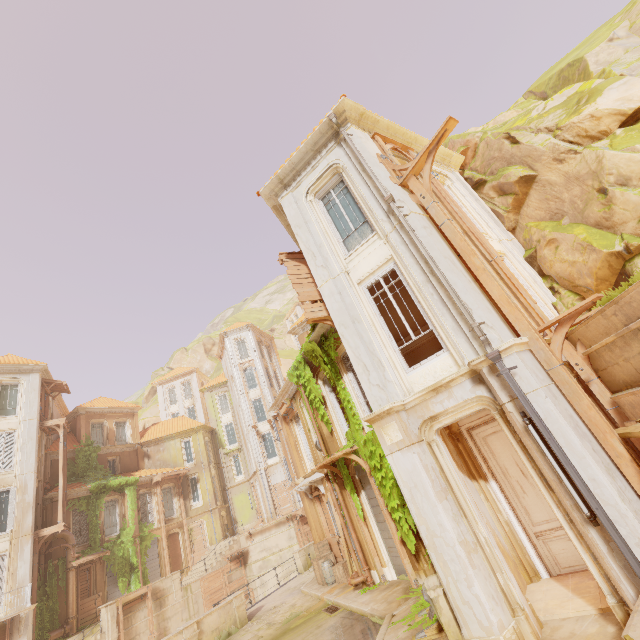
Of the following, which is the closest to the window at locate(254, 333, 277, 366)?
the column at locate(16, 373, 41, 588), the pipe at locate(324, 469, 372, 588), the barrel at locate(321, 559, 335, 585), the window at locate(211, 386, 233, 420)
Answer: the window at locate(211, 386, 233, 420)

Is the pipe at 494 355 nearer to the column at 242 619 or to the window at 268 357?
the column at 242 619

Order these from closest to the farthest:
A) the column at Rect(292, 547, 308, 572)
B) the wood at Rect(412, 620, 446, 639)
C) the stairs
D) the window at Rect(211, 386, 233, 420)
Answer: the wood at Rect(412, 620, 446, 639) < the column at Rect(292, 547, 308, 572) < the stairs < the window at Rect(211, 386, 233, 420)

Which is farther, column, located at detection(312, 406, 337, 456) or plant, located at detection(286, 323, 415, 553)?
column, located at detection(312, 406, 337, 456)

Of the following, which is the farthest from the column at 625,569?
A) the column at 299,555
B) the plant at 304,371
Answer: the column at 299,555

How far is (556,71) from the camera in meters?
14.4 m

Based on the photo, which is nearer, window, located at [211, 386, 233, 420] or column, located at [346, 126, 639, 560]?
column, located at [346, 126, 639, 560]

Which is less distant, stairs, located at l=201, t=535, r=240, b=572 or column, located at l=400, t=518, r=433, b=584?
column, located at l=400, t=518, r=433, b=584
